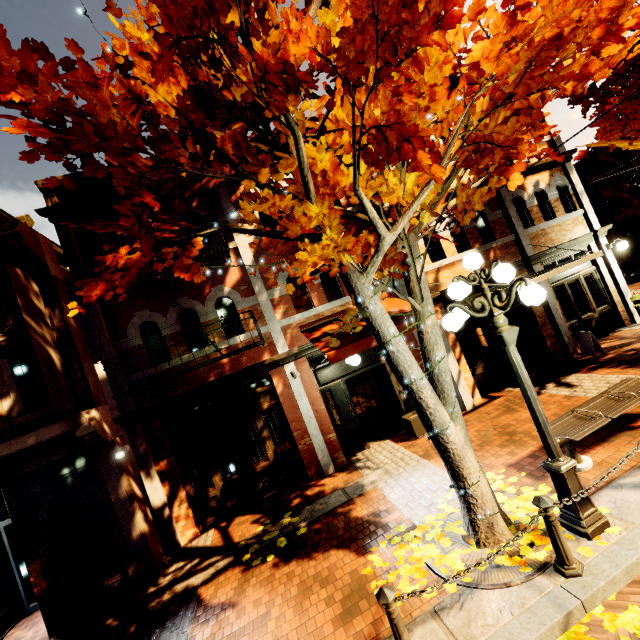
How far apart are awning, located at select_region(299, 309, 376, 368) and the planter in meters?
2.3

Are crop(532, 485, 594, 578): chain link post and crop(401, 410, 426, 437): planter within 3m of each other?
no

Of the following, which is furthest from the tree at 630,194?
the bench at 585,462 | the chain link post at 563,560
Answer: the bench at 585,462

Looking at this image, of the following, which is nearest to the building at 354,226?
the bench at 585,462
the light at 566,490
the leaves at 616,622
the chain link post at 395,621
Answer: the bench at 585,462

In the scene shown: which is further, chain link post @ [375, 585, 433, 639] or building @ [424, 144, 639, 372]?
building @ [424, 144, 639, 372]

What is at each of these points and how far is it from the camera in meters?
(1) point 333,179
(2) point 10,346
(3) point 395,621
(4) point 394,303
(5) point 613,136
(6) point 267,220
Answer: (1) tree, 3.6
(2) building, 6.6
(3) chain link post, 3.1
(4) awning, 9.1
(5) tree, 8.9
(6) building, 9.4

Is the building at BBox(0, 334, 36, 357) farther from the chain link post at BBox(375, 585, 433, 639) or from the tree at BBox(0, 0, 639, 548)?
the chain link post at BBox(375, 585, 433, 639)

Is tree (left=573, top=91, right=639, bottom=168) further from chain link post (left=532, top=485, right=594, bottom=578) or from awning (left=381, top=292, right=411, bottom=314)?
awning (left=381, top=292, right=411, bottom=314)
